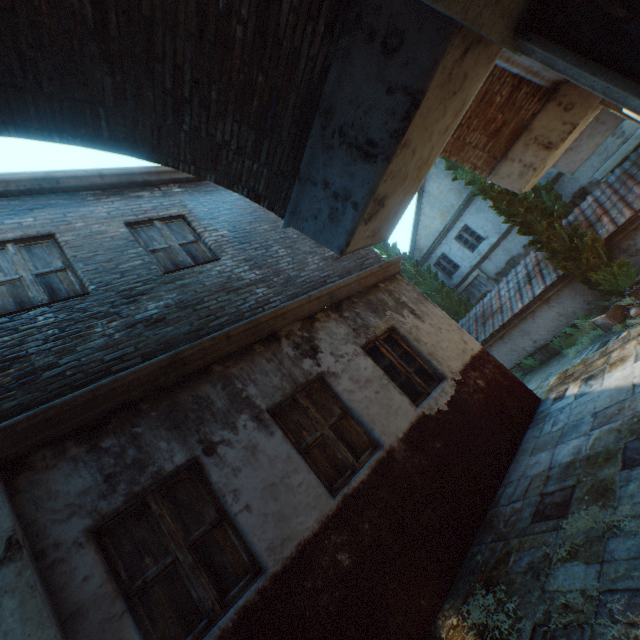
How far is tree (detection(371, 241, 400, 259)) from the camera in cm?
1961

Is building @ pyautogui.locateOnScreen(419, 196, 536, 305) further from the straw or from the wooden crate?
the straw

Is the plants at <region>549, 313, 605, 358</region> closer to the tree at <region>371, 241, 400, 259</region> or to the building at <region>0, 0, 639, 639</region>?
the tree at <region>371, 241, 400, 259</region>

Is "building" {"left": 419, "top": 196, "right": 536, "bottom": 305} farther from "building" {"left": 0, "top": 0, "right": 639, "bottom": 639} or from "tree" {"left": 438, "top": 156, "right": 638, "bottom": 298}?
"building" {"left": 0, "top": 0, "right": 639, "bottom": 639}

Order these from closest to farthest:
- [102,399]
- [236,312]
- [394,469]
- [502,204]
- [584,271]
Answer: [102,399]
[394,469]
[236,312]
[584,271]
[502,204]

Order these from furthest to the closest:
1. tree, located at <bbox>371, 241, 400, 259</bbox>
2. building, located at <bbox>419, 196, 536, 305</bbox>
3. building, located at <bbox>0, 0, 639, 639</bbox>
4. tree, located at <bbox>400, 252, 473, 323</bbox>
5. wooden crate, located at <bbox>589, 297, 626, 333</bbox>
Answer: tree, located at <bbox>371, 241, 400, 259</bbox> < tree, located at <bbox>400, 252, 473, 323</bbox> < building, located at <bbox>419, 196, 536, 305</bbox> < wooden crate, located at <bbox>589, 297, 626, 333</bbox> < building, located at <bbox>0, 0, 639, 639</bbox>

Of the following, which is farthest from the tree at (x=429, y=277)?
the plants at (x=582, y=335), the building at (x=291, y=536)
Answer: the plants at (x=582, y=335)

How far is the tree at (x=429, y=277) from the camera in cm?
1802
